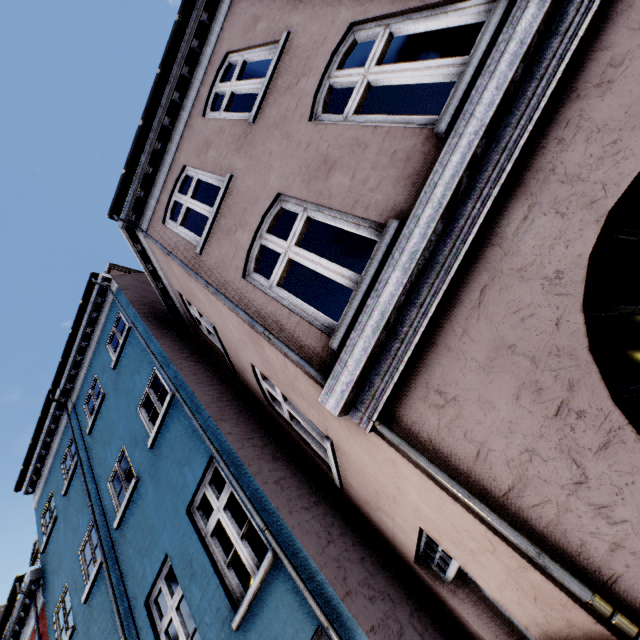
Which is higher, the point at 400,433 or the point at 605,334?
the point at 400,433
